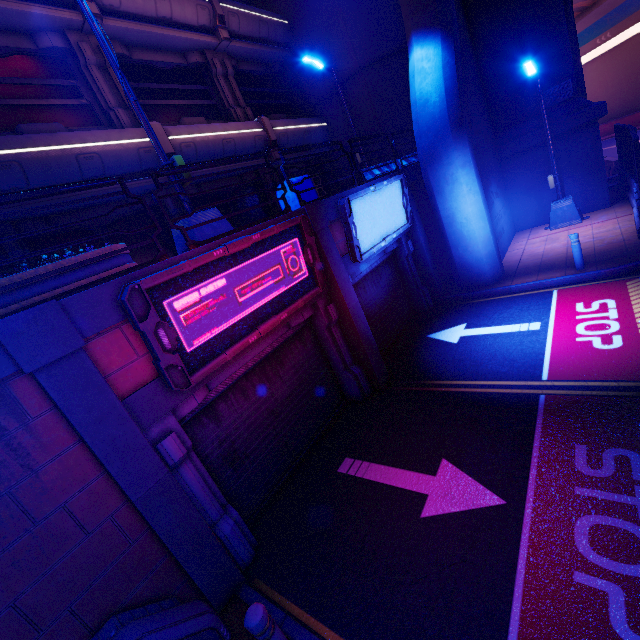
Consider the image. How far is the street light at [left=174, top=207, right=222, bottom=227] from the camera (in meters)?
5.92

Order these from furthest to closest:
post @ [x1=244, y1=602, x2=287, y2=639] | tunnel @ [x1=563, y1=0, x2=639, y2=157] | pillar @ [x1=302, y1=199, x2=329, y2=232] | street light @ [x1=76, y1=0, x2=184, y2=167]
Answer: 1. tunnel @ [x1=563, y1=0, x2=639, y2=157]
2. pillar @ [x1=302, y1=199, x2=329, y2=232]
3. street light @ [x1=76, y1=0, x2=184, y2=167]
4. post @ [x1=244, y1=602, x2=287, y2=639]

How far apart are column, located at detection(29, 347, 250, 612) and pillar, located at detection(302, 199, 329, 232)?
4.7m

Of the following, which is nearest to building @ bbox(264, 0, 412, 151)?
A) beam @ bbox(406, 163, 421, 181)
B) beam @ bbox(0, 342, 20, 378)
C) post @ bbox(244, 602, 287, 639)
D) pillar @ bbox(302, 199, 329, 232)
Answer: beam @ bbox(406, 163, 421, 181)

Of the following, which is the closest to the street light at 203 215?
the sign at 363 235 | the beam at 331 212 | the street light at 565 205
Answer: the beam at 331 212

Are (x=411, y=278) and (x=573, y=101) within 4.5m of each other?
no

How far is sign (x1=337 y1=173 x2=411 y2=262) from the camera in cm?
762

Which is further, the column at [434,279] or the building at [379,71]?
the building at [379,71]
